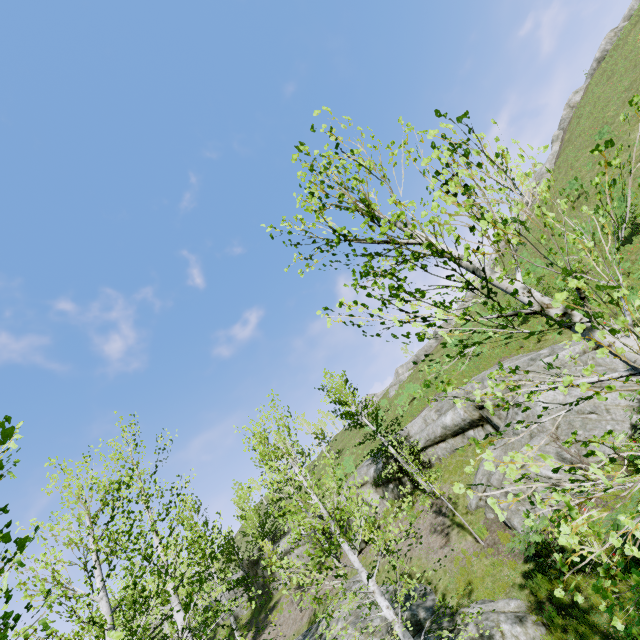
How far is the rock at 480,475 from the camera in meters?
10.8 m

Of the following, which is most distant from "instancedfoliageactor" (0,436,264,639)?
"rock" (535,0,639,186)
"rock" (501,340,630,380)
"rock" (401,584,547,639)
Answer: "rock" (535,0,639,186)

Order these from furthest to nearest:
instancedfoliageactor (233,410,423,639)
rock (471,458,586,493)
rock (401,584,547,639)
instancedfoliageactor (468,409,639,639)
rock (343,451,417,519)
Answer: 1. rock (343,451,417,519)
2. rock (471,458,586,493)
3. rock (401,584,547,639)
4. instancedfoliageactor (233,410,423,639)
5. instancedfoliageactor (468,409,639,639)

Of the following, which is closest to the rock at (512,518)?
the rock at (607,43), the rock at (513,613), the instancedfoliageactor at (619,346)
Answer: the instancedfoliageactor at (619,346)

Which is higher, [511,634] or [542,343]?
[542,343]

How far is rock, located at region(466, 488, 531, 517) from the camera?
11.5 meters

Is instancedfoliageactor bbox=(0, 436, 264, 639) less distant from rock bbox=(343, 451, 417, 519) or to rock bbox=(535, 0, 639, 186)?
rock bbox=(343, 451, 417, 519)
